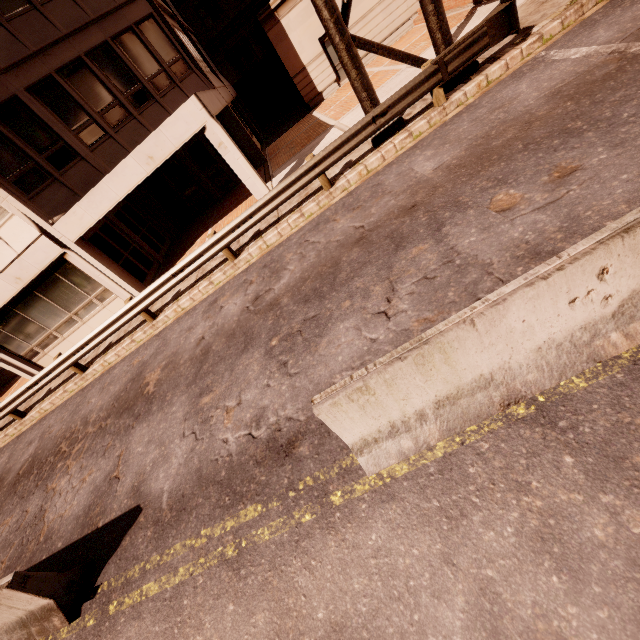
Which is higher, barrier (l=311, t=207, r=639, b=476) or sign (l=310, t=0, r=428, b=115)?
sign (l=310, t=0, r=428, b=115)

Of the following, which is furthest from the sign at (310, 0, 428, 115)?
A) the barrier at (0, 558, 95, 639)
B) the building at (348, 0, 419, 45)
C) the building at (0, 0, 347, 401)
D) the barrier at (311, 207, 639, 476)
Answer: the building at (348, 0, 419, 45)

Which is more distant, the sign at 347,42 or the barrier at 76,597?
the sign at 347,42

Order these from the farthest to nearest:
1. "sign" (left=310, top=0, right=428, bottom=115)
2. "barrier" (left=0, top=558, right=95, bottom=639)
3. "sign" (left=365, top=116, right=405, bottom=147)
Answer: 1. "sign" (left=365, top=116, right=405, bottom=147)
2. "sign" (left=310, top=0, right=428, bottom=115)
3. "barrier" (left=0, top=558, right=95, bottom=639)

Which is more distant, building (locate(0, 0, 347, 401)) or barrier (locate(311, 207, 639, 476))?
building (locate(0, 0, 347, 401))

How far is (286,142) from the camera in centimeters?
1734cm

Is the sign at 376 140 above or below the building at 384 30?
below

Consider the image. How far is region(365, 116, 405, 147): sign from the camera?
8.7 meters
